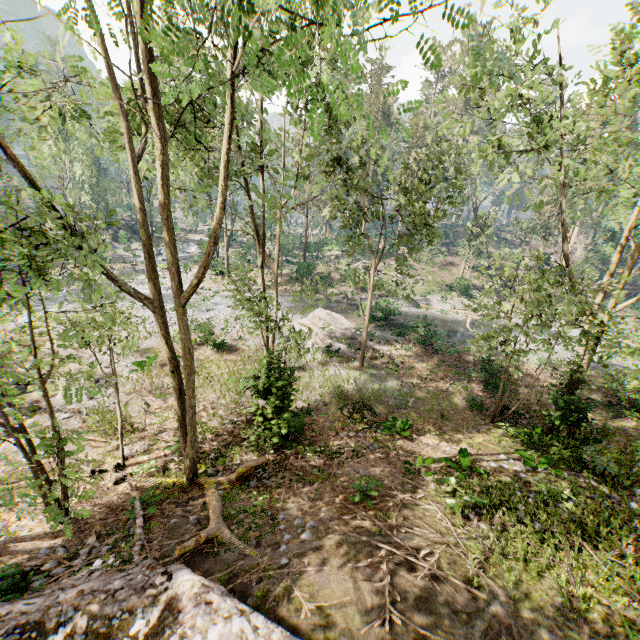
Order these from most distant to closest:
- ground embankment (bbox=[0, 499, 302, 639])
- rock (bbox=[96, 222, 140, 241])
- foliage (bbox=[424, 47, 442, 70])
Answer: rock (bbox=[96, 222, 140, 241]), ground embankment (bbox=[0, 499, 302, 639]), foliage (bbox=[424, 47, 442, 70])

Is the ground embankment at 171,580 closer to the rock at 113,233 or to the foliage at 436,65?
the foliage at 436,65

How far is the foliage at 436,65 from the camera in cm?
418

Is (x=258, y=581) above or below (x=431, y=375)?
above

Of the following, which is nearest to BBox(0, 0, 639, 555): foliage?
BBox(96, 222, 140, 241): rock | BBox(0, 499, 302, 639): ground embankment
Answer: BBox(0, 499, 302, 639): ground embankment

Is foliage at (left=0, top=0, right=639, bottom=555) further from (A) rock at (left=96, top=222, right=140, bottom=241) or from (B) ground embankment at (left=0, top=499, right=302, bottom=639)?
(A) rock at (left=96, top=222, right=140, bottom=241)

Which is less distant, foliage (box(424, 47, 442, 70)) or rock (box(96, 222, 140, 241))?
foliage (box(424, 47, 442, 70))
